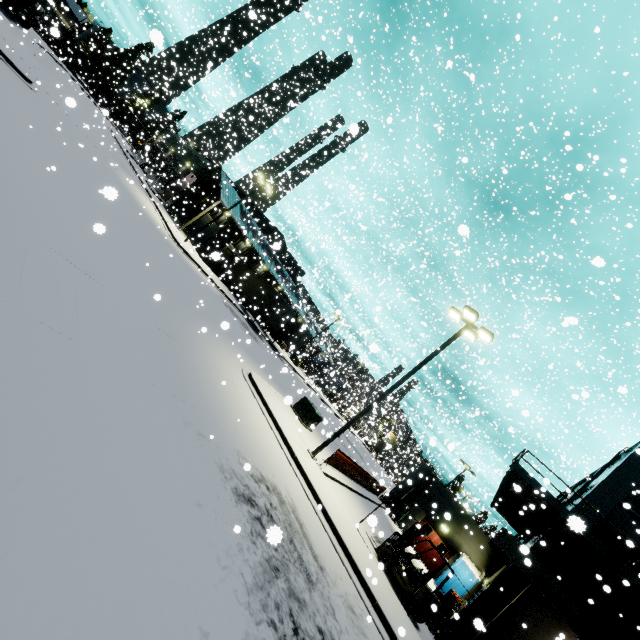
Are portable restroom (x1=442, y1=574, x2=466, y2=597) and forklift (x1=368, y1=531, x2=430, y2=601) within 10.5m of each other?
no

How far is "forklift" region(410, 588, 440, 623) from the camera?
11.2m

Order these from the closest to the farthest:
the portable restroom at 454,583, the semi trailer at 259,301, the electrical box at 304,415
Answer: the electrical box at 304,415 → the portable restroom at 454,583 → the semi trailer at 259,301

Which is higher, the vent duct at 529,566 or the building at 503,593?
the vent duct at 529,566

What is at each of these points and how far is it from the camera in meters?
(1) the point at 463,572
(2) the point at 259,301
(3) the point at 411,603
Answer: (1) portable restroom, 21.8
(2) semi trailer, 34.6
(3) forklift, 11.4

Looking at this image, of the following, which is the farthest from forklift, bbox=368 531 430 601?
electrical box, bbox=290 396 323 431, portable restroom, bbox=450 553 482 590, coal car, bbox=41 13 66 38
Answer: coal car, bbox=41 13 66 38

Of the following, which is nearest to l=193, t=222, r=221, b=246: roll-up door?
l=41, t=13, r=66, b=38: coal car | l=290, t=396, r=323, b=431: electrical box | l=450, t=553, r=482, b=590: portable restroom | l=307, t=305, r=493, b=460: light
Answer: l=41, t=13, r=66, b=38: coal car

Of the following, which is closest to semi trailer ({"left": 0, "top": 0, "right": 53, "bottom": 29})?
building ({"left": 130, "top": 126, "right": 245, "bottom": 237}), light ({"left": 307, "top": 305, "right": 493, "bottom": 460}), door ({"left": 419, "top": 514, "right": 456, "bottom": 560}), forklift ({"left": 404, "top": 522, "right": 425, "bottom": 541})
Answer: building ({"left": 130, "top": 126, "right": 245, "bottom": 237})
